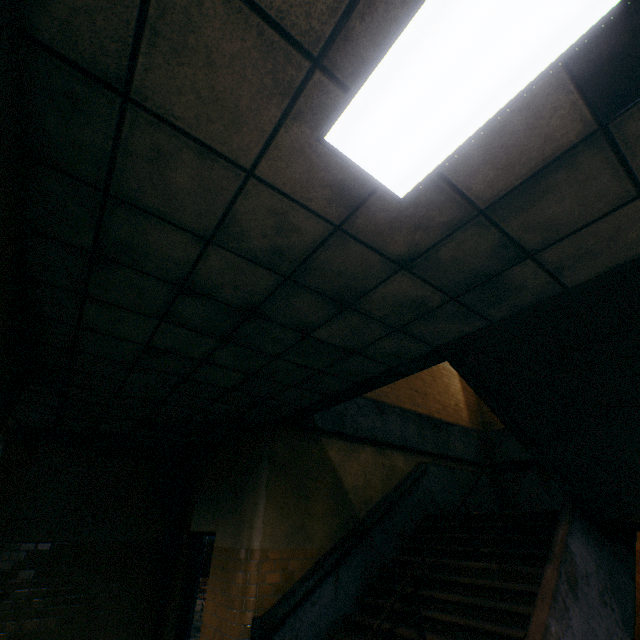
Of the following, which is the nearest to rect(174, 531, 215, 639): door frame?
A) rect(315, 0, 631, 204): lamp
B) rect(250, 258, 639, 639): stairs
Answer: rect(250, 258, 639, 639): stairs

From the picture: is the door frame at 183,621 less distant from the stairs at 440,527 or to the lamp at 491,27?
the stairs at 440,527

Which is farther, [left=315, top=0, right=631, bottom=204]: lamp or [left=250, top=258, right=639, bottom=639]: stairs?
[left=250, top=258, right=639, bottom=639]: stairs

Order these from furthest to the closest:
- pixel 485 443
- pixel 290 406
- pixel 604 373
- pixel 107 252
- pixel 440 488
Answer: pixel 485 443 → pixel 440 488 → pixel 290 406 → pixel 604 373 → pixel 107 252

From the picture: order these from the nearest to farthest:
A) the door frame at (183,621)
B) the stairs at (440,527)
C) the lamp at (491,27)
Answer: the lamp at (491,27) < the stairs at (440,527) < the door frame at (183,621)

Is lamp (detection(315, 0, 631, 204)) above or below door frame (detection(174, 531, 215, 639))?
above

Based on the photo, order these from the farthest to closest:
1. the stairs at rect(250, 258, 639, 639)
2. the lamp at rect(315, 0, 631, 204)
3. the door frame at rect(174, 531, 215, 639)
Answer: the door frame at rect(174, 531, 215, 639), the stairs at rect(250, 258, 639, 639), the lamp at rect(315, 0, 631, 204)
